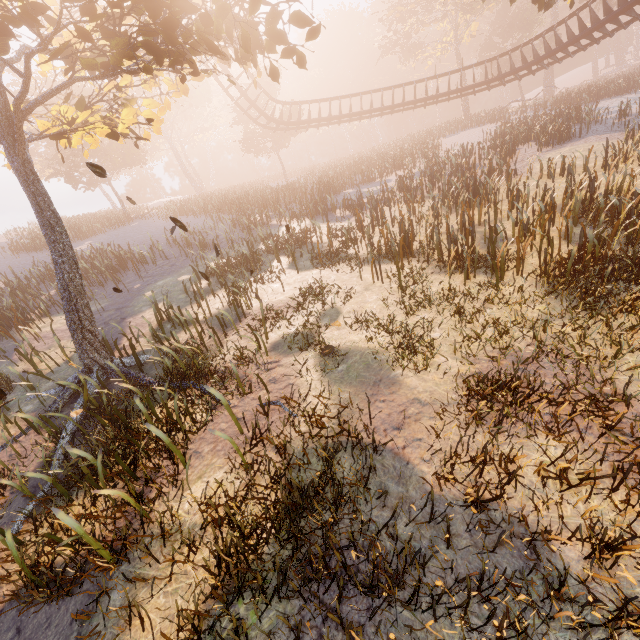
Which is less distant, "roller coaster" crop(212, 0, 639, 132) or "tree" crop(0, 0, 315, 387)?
"tree" crop(0, 0, 315, 387)

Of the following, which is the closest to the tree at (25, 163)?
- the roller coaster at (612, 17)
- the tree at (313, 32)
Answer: the tree at (313, 32)

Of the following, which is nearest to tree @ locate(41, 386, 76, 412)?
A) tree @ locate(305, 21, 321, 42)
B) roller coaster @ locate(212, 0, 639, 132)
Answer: tree @ locate(305, 21, 321, 42)

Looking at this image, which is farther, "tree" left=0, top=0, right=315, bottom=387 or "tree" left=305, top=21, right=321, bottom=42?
"tree" left=305, top=21, right=321, bottom=42

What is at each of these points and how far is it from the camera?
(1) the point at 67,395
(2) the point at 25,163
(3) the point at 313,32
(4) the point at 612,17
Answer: (1) tree, 7.79m
(2) tree, 6.44m
(3) tree, 6.52m
(4) roller coaster, 16.44m

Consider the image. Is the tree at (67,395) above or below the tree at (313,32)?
below

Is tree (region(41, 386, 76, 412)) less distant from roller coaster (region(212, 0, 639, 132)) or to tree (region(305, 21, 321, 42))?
tree (region(305, 21, 321, 42))

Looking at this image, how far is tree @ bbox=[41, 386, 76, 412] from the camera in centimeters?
762cm
